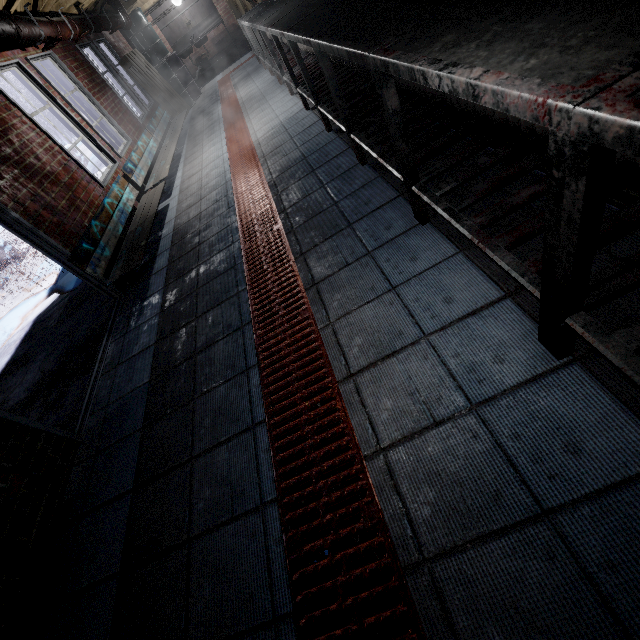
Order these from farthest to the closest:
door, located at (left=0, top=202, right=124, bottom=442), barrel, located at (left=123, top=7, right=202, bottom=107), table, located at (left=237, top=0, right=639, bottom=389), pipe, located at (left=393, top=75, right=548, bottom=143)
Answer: barrel, located at (left=123, top=7, right=202, bottom=107) → door, located at (left=0, top=202, right=124, bottom=442) → pipe, located at (left=393, top=75, right=548, bottom=143) → table, located at (left=237, top=0, right=639, bottom=389)

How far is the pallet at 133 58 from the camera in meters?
6.9 m

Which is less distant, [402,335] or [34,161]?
[402,335]

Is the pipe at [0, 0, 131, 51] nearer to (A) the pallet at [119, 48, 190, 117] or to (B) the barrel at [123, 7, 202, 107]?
(A) the pallet at [119, 48, 190, 117]

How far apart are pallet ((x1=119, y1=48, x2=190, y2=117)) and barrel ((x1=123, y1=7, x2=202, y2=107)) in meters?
0.8 m

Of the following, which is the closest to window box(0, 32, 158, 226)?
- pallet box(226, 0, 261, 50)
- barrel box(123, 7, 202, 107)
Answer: barrel box(123, 7, 202, 107)

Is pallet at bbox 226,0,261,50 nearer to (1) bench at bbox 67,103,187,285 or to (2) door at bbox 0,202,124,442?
(1) bench at bbox 67,103,187,285

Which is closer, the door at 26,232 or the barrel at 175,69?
the door at 26,232
